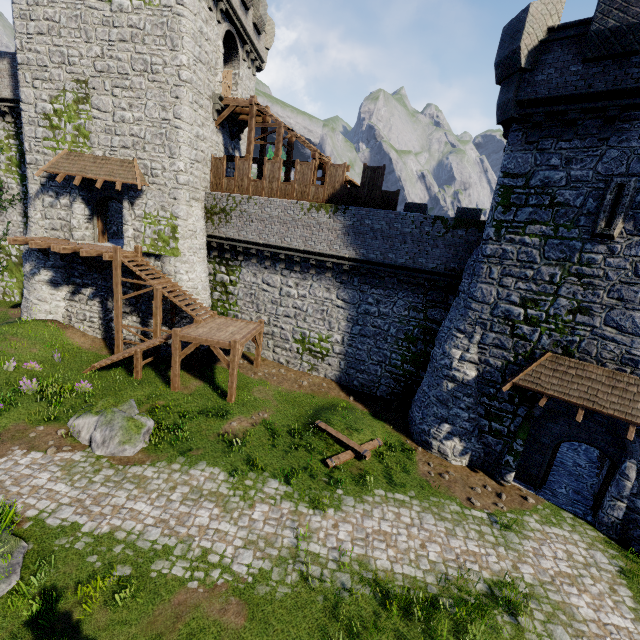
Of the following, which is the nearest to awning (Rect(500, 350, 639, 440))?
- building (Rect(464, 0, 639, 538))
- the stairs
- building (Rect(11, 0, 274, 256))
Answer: Result: building (Rect(464, 0, 639, 538))

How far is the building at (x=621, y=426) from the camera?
10.96m

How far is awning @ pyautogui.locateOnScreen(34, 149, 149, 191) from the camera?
17.2 meters

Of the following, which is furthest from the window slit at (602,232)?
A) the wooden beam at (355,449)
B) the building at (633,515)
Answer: the wooden beam at (355,449)

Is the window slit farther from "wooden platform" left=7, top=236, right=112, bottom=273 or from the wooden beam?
"wooden platform" left=7, top=236, right=112, bottom=273

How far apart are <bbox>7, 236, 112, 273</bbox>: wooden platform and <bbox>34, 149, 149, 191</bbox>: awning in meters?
3.1 m

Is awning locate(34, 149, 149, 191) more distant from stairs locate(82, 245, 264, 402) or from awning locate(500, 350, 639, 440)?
awning locate(500, 350, 639, 440)

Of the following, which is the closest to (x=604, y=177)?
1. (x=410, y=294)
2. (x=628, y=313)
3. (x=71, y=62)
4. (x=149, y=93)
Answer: (x=628, y=313)
